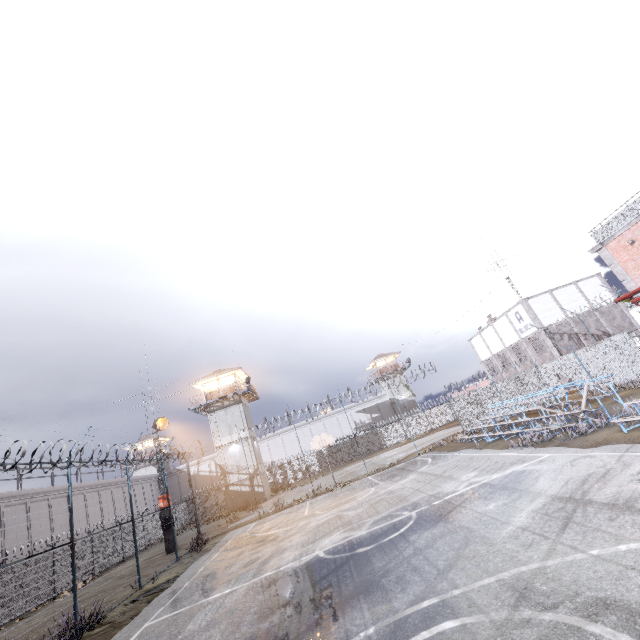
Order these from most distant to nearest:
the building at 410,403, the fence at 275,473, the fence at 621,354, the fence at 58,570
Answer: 1. the building at 410,403
2. the fence at 275,473
3. the fence at 621,354
4. the fence at 58,570

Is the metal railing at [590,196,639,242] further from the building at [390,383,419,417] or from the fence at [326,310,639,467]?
the building at [390,383,419,417]

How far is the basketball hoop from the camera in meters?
22.3 m

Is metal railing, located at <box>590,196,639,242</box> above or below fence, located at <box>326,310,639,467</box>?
above

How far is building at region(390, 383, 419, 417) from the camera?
55.7 meters

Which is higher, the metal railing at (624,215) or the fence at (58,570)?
the metal railing at (624,215)

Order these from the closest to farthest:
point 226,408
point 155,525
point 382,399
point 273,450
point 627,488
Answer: point 627,488
point 155,525
point 226,408
point 273,450
point 382,399

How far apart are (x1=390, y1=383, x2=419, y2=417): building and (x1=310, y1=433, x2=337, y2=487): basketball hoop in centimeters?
3542cm
